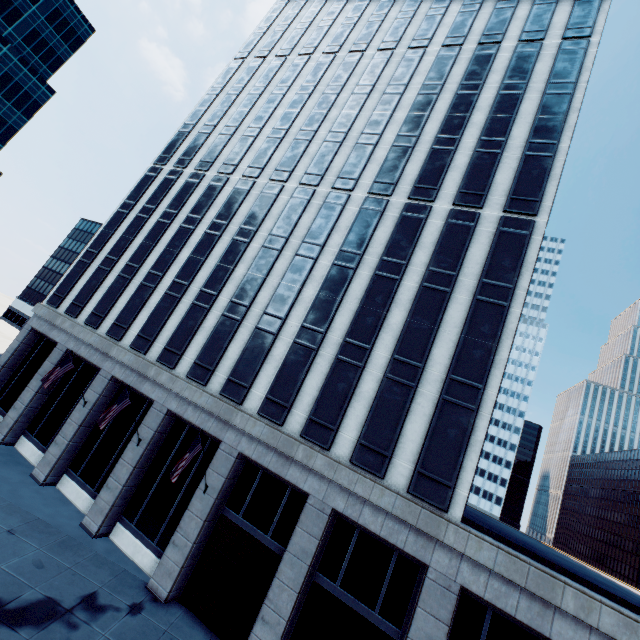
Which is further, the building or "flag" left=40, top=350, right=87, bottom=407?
"flag" left=40, top=350, right=87, bottom=407

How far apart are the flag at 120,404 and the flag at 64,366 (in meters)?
5.70

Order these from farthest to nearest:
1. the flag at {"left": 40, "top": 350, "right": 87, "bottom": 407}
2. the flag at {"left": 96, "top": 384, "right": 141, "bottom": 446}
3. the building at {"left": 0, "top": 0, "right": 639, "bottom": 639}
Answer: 1. the flag at {"left": 40, "top": 350, "right": 87, "bottom": 407}
2. the flag at {"left": 96, "top": 384, "right": 141, "bottom": 446}
3. the building at {"left": 0, "top": 0, "right": 639, "bottom": 639}

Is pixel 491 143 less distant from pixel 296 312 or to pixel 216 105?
pixel 296 312

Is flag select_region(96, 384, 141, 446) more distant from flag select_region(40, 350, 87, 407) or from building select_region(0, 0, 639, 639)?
flag select_region(40, 350, 87, 407)

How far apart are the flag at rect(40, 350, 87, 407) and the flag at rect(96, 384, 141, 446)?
5.70m

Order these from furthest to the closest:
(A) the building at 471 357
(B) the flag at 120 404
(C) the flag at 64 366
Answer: (C) the flag at 64 366
(B) the flag at 120 404
(A) the building at 471 357
